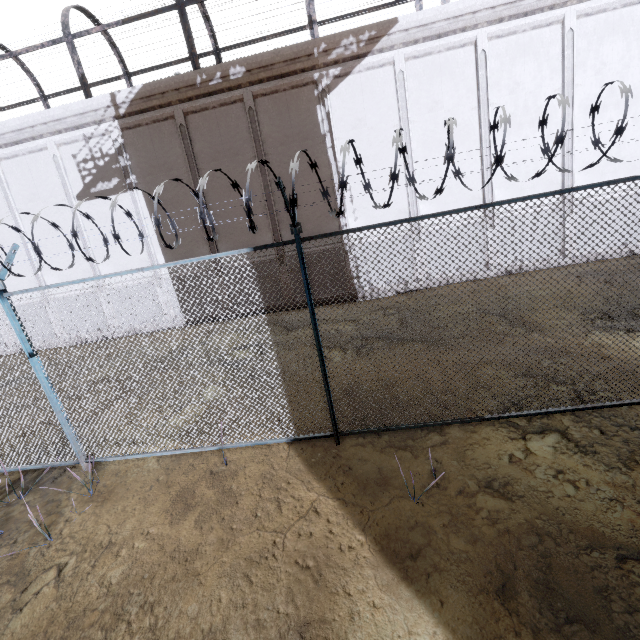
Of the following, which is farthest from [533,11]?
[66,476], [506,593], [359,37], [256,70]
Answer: [66,476]
